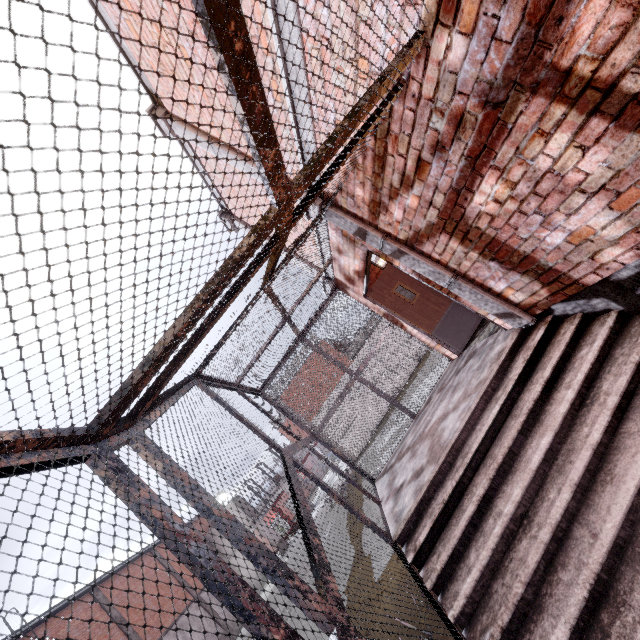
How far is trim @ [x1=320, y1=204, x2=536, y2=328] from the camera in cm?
376

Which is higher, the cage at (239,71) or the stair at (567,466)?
the cage at (239,71)

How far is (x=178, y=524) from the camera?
1.37m

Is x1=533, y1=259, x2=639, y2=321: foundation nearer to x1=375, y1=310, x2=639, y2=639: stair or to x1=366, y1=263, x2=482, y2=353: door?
x1=375, y1=310, x2=639, y2=639: stair

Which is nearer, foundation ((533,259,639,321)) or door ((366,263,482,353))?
foundation ((533,259,639,321))

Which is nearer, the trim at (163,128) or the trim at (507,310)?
the trim at (507,310)

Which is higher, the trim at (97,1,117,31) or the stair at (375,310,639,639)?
the trim at (97,1,117,31)
